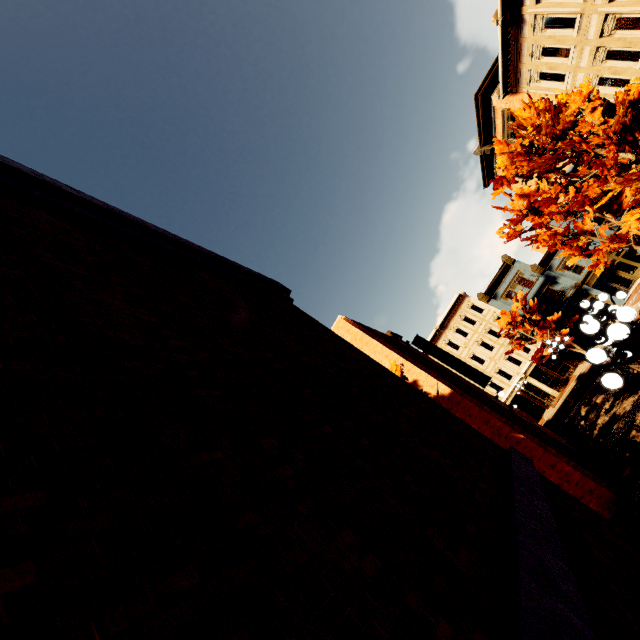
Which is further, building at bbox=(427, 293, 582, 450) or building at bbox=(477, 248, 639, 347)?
building at bbox=(427, 293, 582, 450)

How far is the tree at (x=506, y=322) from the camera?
30.6 meters

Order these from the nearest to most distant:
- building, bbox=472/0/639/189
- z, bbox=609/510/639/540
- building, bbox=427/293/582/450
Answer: z, bbox=609/510/639/540, building, bbox=472/0/639/189, building, bbox=427/293/582/450

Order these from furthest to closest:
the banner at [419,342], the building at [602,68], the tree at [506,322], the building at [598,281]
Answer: the building at [598,281] < the tree at [506,322] < the banner at [419,342] < the building at [602,68]

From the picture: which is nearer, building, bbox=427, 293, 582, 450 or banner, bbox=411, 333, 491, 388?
banner, bbox=411, 333, 491, 388

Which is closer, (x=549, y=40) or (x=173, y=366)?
(x=173, y=366)

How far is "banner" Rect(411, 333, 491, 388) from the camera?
19.1 meters

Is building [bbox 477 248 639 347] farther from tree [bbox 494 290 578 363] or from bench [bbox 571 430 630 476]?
bench [bbox 571 430 630 476]
